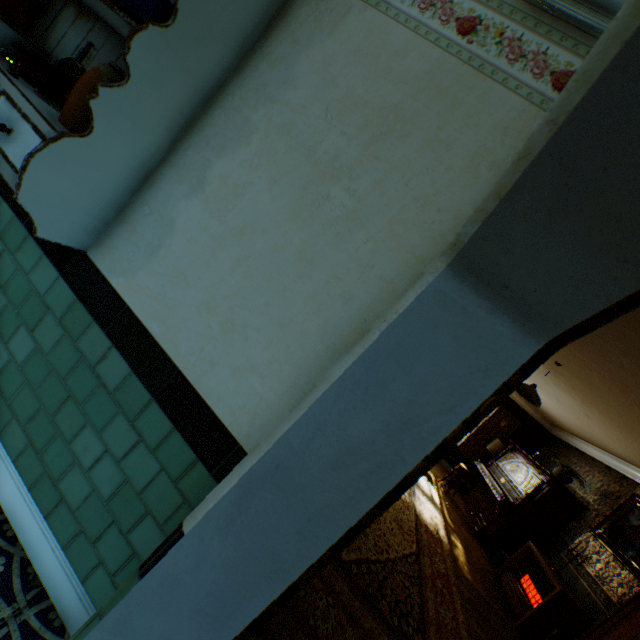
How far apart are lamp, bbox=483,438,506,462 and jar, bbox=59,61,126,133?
10.8 meters

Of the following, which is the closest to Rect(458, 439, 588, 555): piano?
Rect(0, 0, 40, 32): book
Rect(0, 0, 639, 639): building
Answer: Rect(0, 0, 639, 639): building

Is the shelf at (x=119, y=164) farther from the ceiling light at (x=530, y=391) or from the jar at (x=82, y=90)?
the ceiling light at (x=530, y=391)

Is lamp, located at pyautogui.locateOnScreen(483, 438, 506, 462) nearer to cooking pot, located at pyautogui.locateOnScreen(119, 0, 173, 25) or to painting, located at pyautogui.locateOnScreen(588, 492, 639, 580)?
painting, located at pyautogui.locateOnScreen(588, 492, 639, 580)

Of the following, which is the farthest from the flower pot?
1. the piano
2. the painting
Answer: the painting

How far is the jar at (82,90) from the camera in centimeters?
126cm

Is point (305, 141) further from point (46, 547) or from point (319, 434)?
point (46, 547)

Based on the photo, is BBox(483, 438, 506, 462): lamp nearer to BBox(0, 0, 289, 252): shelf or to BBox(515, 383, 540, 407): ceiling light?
BBox(515, 383, 540, 407): ceiling light
